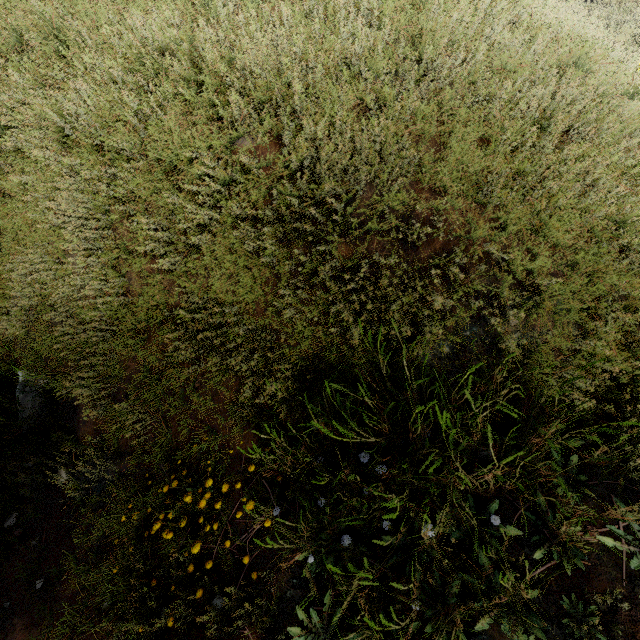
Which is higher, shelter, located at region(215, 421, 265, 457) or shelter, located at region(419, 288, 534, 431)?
shelter, located at region(419, 288, 534, 431)

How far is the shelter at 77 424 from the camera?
2.6 meters

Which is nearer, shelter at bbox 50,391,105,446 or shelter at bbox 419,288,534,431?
shelter at bbox 419,288,534,431

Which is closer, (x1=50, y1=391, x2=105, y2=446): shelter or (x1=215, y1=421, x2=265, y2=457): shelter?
(x1=215, y1=421, x2=265, y2=457): shelter

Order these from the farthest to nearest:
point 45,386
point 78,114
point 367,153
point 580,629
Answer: point 45,386, point 78,114, point 367,153, point 580,629

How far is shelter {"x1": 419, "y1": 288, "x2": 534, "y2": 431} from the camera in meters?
1.6

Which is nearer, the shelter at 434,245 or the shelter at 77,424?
the shelter at 434,245
